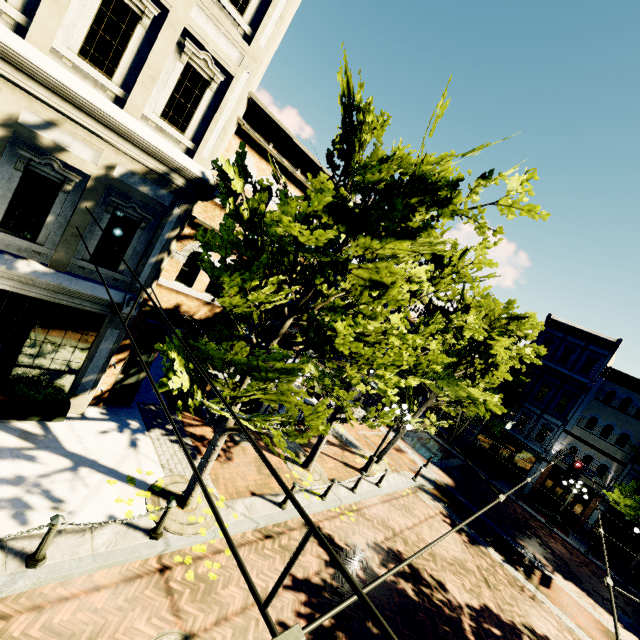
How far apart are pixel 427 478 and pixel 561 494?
15.16m

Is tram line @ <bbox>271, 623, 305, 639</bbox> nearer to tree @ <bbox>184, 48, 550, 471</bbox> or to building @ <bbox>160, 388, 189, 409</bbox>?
tree @ <bbox>184, 48, 550, 471</bbox>

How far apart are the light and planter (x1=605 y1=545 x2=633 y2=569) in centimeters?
927cm

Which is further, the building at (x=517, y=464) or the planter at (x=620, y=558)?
the building at (x=517, y=464)

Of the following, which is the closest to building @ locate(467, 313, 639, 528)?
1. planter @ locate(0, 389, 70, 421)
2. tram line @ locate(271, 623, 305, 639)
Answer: planter @ locate(0, 389, 70, 421)

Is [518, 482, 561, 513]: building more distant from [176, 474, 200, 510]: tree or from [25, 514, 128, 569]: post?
[25, 514, 128, 569]: post

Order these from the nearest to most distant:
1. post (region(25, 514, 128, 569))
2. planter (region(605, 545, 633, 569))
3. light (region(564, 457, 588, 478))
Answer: post (region(25, 514, 128, 569)), light (region(564, 457, 588, 478)), planter (region(605, 545, 633, 569))

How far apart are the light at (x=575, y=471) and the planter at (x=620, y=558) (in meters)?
9.27
